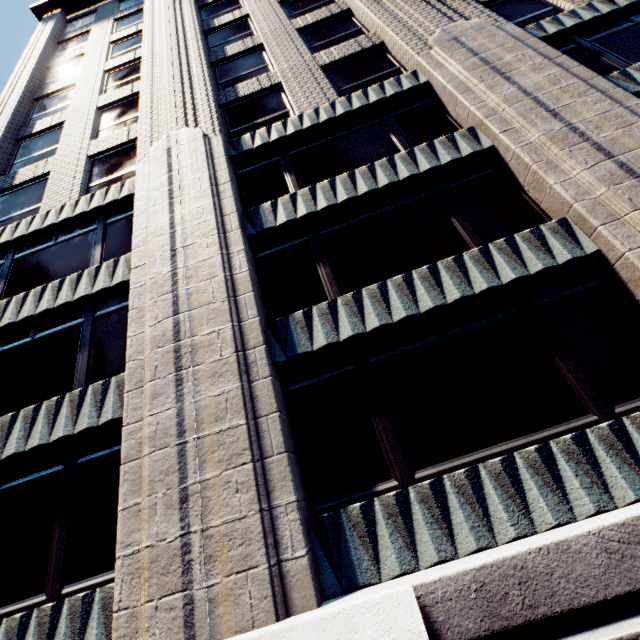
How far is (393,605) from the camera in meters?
4.0 m
